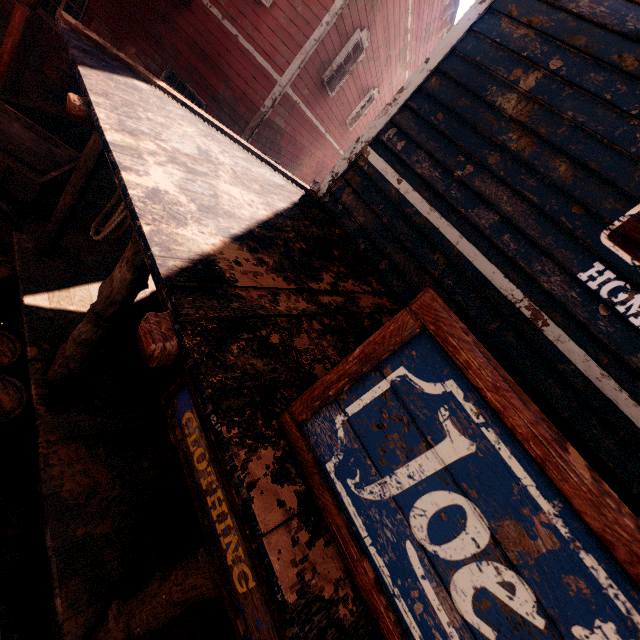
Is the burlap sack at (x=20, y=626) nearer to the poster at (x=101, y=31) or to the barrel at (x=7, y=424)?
the barrel at (x=7, y=424)

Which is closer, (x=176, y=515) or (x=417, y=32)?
(x=176, y=515)

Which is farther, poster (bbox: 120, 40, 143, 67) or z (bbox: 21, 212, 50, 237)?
poster (bbox: 120, 40, 143, 67)

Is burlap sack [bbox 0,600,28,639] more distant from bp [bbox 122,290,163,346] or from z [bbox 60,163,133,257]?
bp [bbox 122,290,163,346]

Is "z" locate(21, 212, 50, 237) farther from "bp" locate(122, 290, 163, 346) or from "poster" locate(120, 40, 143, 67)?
"poster" locate(120, 40, 143, 67)

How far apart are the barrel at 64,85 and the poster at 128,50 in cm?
21

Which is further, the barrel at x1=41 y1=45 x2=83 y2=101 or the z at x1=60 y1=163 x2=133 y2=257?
the barrel at x1=41 y1=45 x2=83 y2=101

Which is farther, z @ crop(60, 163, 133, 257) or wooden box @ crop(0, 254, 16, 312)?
z @ crop(60, 163, 133, 257)
